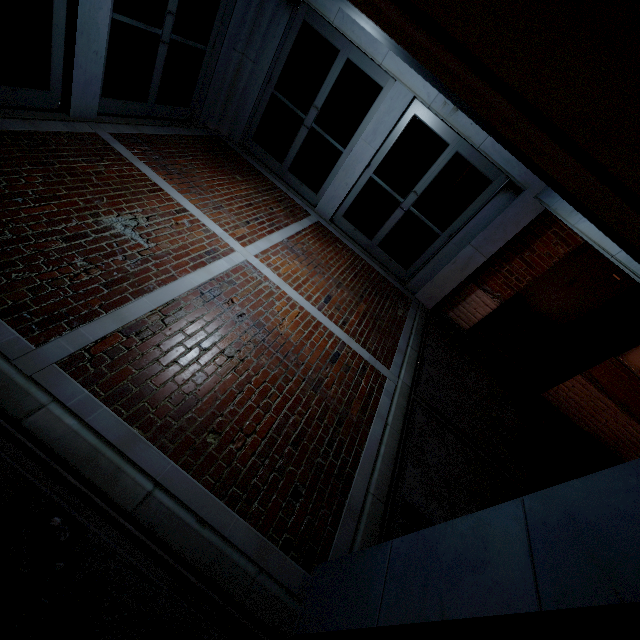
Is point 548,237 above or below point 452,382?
above
